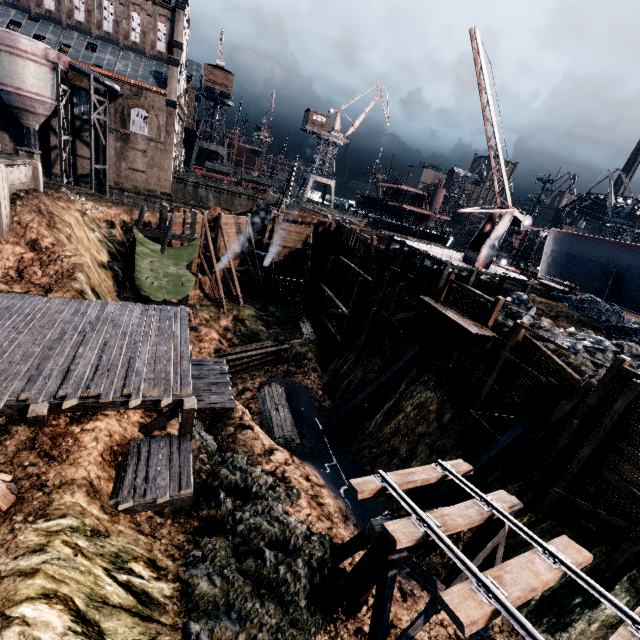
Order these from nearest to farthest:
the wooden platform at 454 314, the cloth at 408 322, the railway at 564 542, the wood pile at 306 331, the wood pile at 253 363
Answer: the railway at 564 542
the wooden platform at 454 314
the cloth at 408 322
the wood pile at 253 363
the wood pile at 306 331

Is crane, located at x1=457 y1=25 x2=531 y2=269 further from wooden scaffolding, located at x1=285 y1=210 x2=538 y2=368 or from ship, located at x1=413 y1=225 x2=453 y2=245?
ship, located at x1=413 y1=225 x2=453 y2=245

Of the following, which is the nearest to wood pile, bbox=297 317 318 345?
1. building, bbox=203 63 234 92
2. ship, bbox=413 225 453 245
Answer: ship, bbox=413 225 453 245

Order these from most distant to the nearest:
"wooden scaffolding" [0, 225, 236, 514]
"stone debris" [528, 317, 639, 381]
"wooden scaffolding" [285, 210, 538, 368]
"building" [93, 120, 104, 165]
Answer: "building" [93, 120, 104, 165], "wooden scaffolding" [285, 210, 538, 368], "stone debris" [528, 317, 639, 381], "wooden scaffolding" [0, 225, 236, 514]

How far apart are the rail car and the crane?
49.4 meters

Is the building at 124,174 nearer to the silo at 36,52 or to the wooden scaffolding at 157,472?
the silo at 36,52

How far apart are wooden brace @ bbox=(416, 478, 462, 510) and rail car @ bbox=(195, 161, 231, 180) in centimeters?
5927cm

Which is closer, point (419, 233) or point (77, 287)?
point (77, 287)
